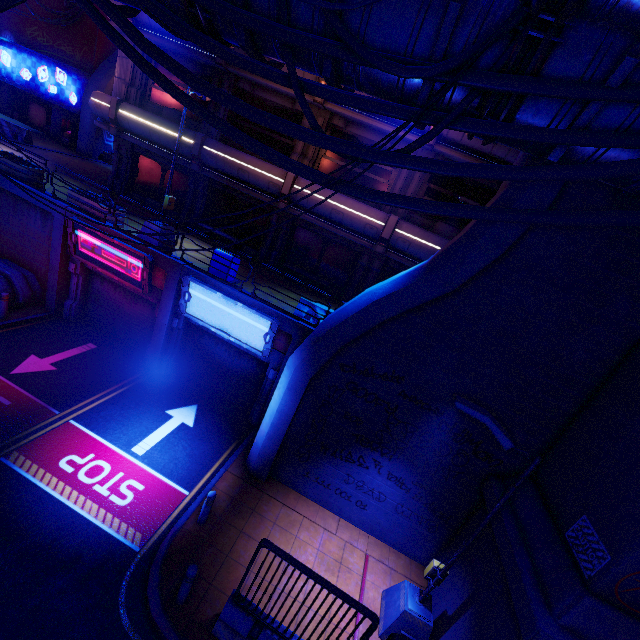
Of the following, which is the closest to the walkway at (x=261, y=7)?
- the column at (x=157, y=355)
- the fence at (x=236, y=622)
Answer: the column at (x=157, y=355)

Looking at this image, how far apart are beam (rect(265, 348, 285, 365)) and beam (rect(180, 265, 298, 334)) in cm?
94

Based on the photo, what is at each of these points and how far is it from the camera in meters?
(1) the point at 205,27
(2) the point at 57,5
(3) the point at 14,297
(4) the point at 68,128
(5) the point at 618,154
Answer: (1) walkway, 5.3 m
(2) building, 24.5 m
(3) generator, 12.6 m
(4) atm, 26.5 m
(5) walkway, 4.2 m

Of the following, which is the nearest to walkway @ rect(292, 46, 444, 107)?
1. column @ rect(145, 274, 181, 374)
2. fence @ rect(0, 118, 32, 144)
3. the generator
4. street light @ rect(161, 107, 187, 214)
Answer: fence @ rect(0, 118, 32, 144)

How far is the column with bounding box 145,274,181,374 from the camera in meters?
11.7 m

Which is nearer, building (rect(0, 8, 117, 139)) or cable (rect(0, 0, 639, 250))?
cable (rect(0, 0, 639, 250))

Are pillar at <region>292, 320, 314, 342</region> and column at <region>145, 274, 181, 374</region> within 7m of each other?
yes

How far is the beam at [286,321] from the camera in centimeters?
1077cm
